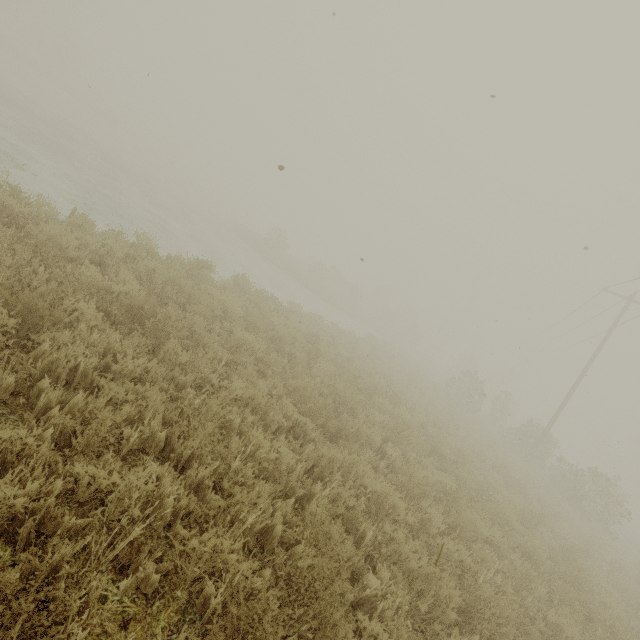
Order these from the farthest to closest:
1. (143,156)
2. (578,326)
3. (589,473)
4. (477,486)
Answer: (143,156), (578,326), (589,473), (477,486)
